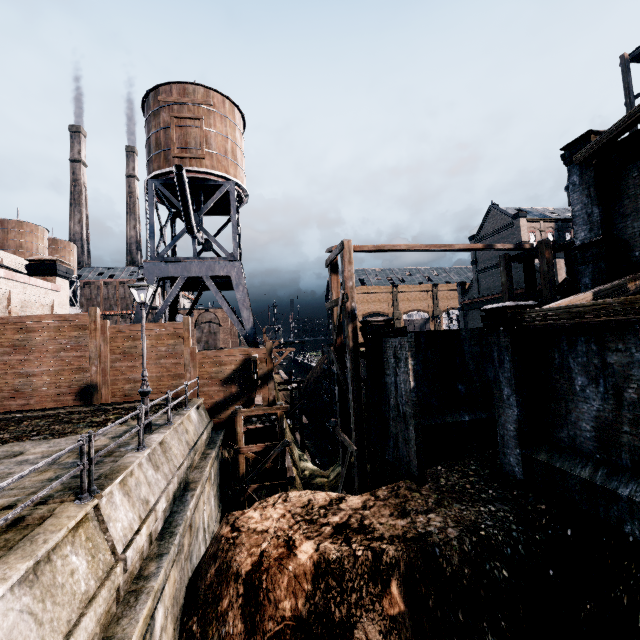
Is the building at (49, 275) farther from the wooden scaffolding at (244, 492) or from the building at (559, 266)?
the building at (559, 266)

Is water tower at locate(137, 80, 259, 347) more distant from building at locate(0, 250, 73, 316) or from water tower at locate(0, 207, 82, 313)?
water tower at locate(0, 207, 82, 313)

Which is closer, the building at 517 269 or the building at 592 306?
the building at 592 306

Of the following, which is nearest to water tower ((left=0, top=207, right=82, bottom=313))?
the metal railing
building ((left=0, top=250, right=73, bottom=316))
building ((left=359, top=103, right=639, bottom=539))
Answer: building ((left=0, top=250, right=73, bottom=316))

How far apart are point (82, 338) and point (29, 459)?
11.2m

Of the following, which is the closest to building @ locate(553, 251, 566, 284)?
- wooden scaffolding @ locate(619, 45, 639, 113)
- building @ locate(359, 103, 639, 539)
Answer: wooden scaffolding @ locate(619, 45, 639, 113)

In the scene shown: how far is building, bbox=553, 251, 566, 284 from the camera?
38.7m

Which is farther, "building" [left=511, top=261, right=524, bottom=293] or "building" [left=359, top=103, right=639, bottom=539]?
"building" [left=511, top=261, right=524, bottom=293]
